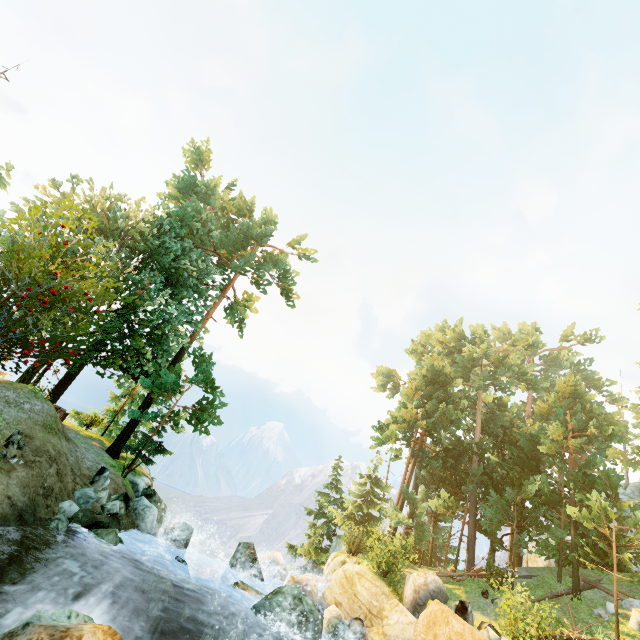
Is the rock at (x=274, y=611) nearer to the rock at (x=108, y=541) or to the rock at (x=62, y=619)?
the rock at (x=108, y=541)

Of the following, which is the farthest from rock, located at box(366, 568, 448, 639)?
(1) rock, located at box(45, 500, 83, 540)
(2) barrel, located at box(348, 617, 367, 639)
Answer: (1) rock, located at box(45, 500, 83, 540)

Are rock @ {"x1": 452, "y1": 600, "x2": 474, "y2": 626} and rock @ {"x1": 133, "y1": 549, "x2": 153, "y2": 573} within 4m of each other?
no

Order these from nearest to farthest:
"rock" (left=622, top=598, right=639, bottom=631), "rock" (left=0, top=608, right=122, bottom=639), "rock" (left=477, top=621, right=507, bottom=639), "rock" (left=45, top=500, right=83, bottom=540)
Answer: "rock" (left=0, top=608, right=122, bottom=639)
"rock" (left=45, top=500, right=83, bottom=540)
"rock" (left=477, top=621, right=507, bottom=639)
"rock" (left=622, top=598, right=639, bottom=631)

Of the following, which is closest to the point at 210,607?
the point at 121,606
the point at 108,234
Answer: the point at 121,606

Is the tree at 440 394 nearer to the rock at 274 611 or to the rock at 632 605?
the rock at 632 605

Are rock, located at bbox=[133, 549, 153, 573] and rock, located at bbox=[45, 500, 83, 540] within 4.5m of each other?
yes

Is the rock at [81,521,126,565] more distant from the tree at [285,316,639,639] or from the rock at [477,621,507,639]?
the rock at [477,621,507,639]
